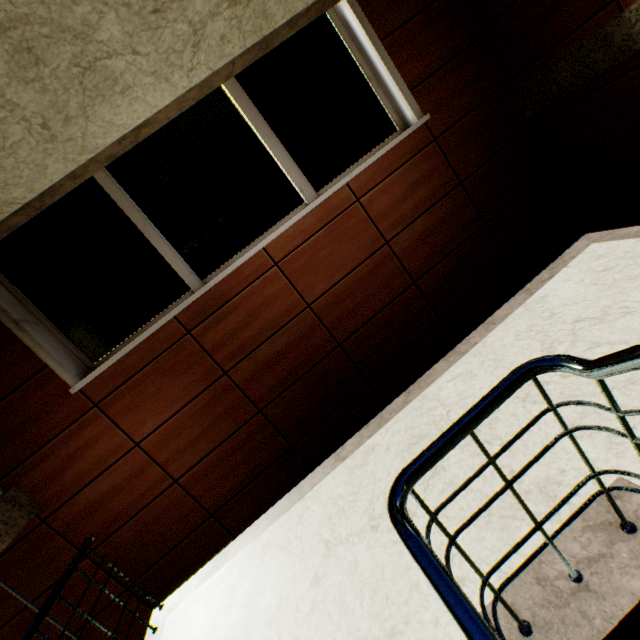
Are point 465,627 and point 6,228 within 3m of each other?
no

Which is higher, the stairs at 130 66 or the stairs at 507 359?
the stairs at 130 66

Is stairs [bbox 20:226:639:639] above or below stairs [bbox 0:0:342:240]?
below
